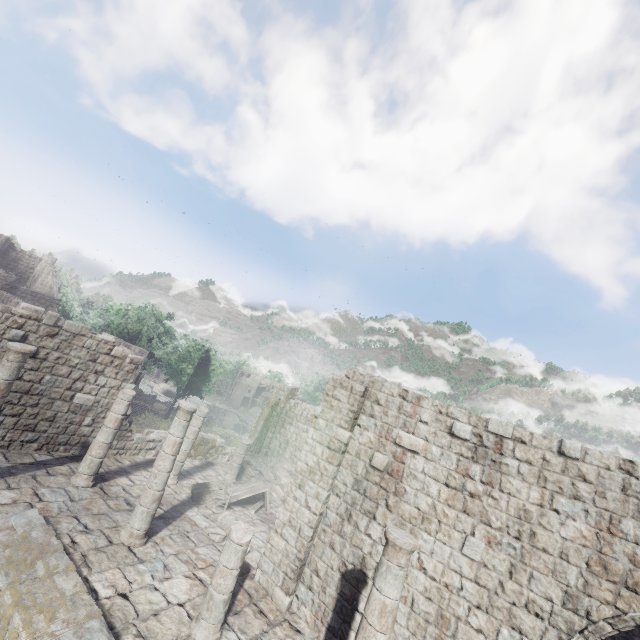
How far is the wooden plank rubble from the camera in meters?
17.6

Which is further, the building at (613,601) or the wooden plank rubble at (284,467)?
the wooden plank rubble at (284,467)

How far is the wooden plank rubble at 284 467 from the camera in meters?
17.6

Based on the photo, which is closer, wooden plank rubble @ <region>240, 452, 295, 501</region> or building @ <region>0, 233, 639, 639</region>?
building @ <region>0, 233, 639, 639</region>

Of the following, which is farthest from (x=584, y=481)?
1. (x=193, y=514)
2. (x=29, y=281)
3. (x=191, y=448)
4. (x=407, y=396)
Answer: (x=29, y=281)
